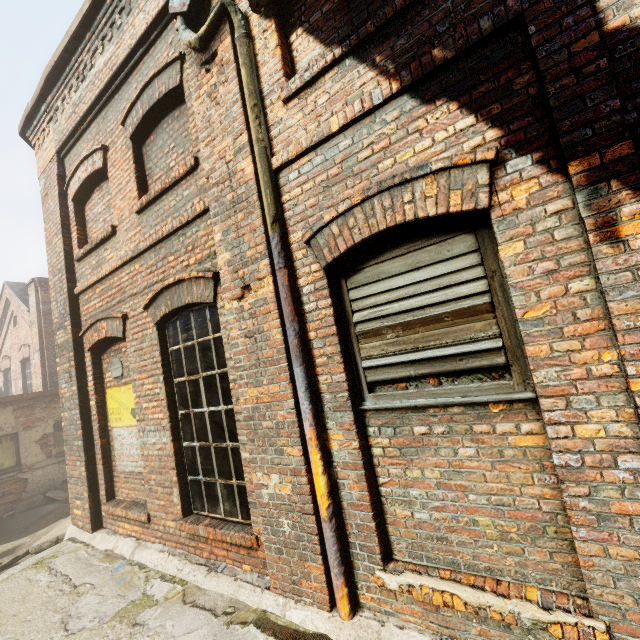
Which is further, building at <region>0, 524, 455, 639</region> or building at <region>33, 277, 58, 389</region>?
building at <region>33, 277, 58, 389</region>

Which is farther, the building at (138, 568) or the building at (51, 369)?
the building at (51, 369)

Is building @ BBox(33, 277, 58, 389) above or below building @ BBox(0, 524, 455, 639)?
above

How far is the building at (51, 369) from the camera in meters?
12.8 m

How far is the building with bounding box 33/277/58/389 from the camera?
12.84m

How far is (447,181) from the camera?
2.1m
